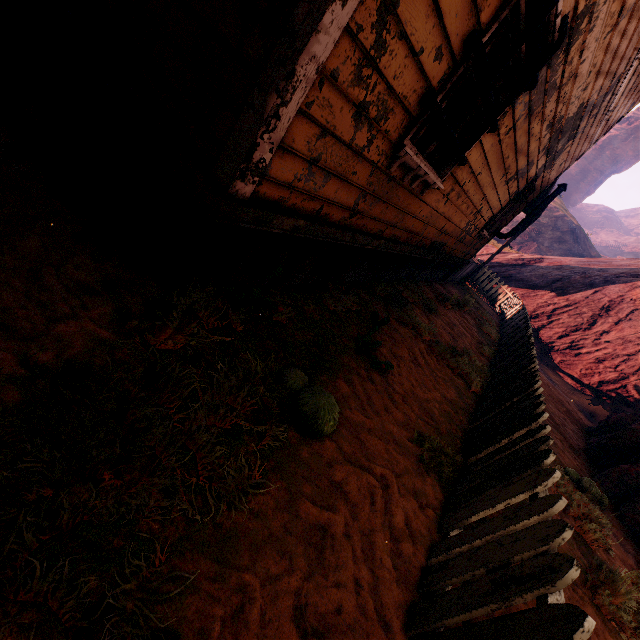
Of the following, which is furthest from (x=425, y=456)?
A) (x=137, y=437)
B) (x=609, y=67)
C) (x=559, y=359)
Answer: (x=559, y=359)

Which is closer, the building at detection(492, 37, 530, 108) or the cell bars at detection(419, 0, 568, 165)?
the cell bars at detection(419, 0, 568, 165)

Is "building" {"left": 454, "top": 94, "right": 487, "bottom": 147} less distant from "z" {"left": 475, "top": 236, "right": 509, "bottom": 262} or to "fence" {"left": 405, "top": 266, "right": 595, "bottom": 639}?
"z" {"left": 475, "top": 236, "right": 509, "bottom": 262}

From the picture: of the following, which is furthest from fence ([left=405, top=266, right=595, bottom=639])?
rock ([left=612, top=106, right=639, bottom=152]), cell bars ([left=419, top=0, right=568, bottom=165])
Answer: rock ([left=612, top=106, right=639, bottom=152])

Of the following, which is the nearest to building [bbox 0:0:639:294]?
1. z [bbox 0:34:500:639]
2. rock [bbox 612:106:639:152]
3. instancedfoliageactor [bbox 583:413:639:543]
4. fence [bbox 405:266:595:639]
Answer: z [bbox 0:34:500:639]

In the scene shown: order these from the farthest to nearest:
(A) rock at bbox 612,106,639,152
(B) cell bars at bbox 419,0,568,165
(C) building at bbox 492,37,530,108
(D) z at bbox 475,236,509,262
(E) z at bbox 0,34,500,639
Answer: (A) rock at bbox 612,106,639,152 → (D) z at bbox 475,236,509,262 → (C) building at bbox 492,37,530,108 → (B) cell bars at bbox 419,0,568,165 → (E) z at bbox 0,34,500,639

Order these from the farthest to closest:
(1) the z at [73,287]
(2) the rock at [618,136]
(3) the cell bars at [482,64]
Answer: (2) the rock at [618,136], (3) the cell bars at [482,64], (1) the z at [73,287]

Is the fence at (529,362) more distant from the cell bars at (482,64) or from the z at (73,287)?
the cell bars at (482,64)
